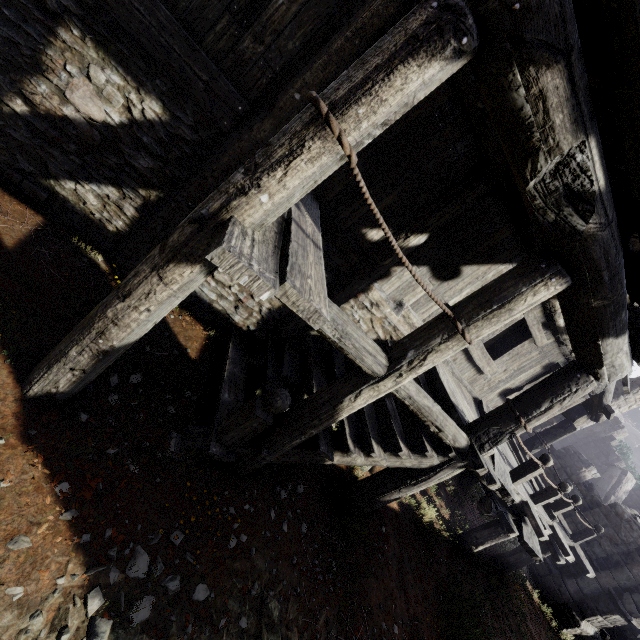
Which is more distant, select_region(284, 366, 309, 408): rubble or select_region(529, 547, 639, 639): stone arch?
select_region(529, 547, 639, 639): stone arch

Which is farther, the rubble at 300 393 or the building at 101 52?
the rubble at 300 393

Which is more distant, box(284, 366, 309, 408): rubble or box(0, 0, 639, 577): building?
box(284, 366, 309, 408): rubble

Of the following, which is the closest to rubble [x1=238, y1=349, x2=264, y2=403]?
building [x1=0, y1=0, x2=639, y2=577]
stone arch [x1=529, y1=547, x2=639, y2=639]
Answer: building [x1=0, y1=0, x2=639, y2=577]

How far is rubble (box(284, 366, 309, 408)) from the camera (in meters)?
5.84

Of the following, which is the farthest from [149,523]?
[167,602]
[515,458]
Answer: [515,458]

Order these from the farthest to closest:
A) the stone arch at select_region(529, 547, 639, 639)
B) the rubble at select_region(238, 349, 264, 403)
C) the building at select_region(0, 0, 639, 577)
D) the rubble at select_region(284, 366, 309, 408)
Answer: the stone arch at select_region(529, 547, 639, 639), the rubble at select_region(284, 366, 309, 408), the rubble at select_region(238, 349, 264, 403), the building at select_region(0, 0, 639, 577)

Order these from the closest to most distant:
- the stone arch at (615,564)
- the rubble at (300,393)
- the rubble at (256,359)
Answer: the rubble at (256,359)
the rubble at (300,393)
the stone arch at (615,564)
